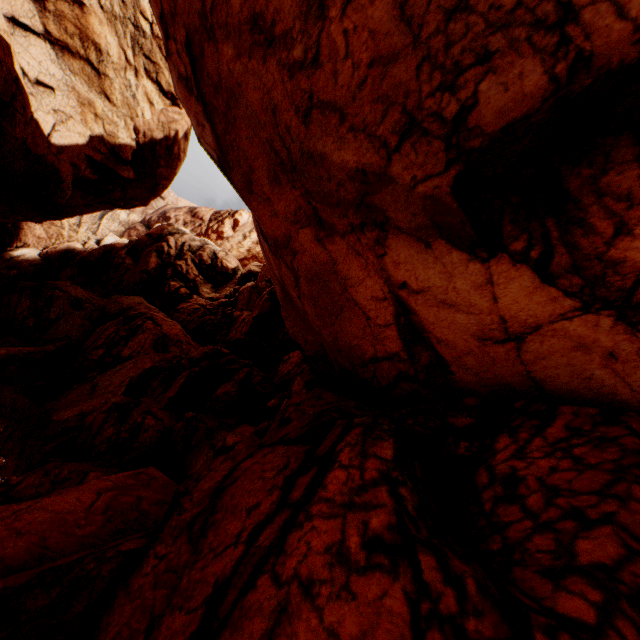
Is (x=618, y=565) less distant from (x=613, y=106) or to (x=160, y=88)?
(x=613, y=106)
